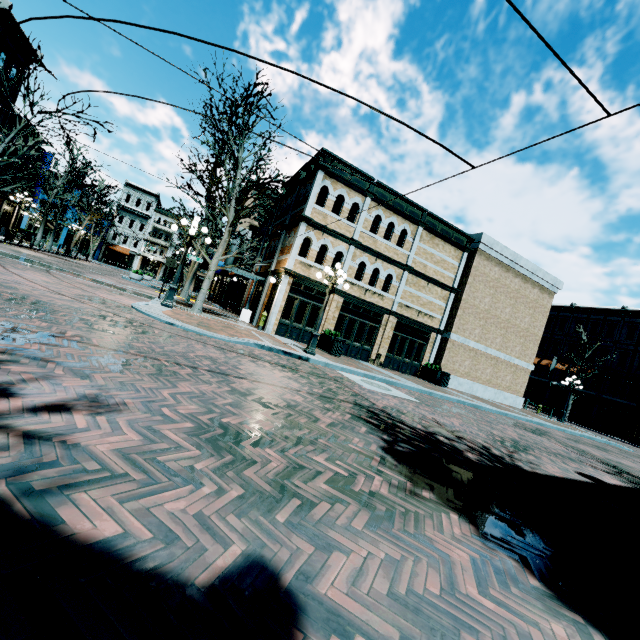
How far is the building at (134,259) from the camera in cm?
5378

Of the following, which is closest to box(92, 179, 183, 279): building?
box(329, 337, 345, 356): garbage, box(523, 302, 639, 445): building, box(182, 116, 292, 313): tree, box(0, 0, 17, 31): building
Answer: box(0, 0, 17, 31): building

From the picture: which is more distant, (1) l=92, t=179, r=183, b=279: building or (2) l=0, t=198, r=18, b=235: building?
(1) l=92, t=179, r=183, b=279: building

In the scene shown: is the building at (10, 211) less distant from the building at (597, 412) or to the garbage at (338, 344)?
the building at (597, 412)

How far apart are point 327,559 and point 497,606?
1.1m

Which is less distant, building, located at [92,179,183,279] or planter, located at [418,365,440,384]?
planter, located at [418,365,440,384]

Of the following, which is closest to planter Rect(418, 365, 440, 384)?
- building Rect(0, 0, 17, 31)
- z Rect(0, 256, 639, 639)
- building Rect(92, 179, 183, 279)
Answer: building Rect(0, 0, 17, 31)

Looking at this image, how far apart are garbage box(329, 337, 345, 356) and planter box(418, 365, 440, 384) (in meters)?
6.92
